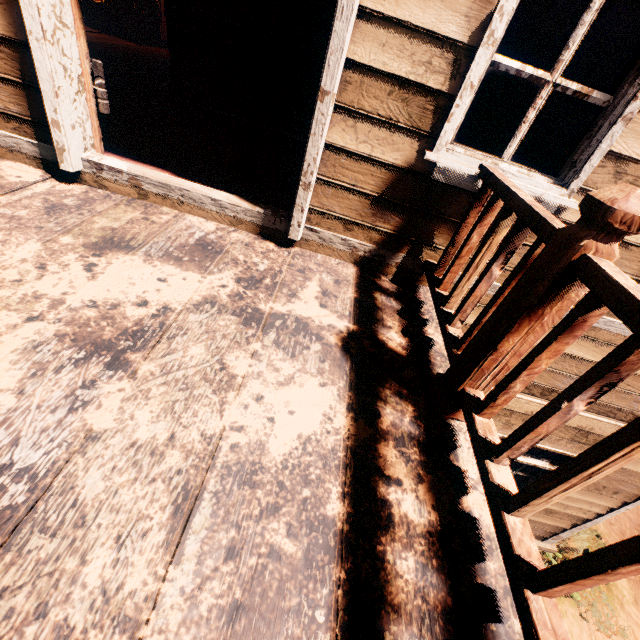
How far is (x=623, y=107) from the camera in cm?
175

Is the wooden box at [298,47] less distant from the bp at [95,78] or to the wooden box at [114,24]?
the bp at [95,78]

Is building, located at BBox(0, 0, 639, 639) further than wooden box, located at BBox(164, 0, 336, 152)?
No

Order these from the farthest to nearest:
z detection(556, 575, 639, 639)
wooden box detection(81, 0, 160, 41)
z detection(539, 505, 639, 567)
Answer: wooden box detection(81, 0, 160, 41) < z detection(539, 505, 639, 567) < z detection(556, 575, 639, 639)

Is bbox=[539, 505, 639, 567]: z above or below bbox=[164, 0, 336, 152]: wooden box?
below

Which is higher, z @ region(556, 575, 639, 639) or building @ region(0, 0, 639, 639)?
building @ region(0, 0, 639, 639)

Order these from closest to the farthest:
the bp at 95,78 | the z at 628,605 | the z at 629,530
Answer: the bp at 95,78
the z at 628,605
the z at 629,530

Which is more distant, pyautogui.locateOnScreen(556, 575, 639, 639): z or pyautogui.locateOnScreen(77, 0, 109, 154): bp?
pyautogui.locateOnScreen(556, 575, 639, 639): z
